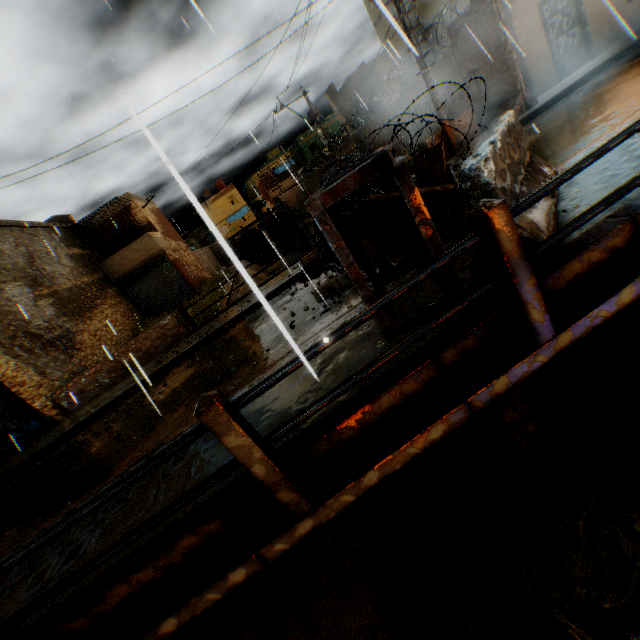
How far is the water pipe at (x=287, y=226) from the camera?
38.69m

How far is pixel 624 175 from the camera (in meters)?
3.45

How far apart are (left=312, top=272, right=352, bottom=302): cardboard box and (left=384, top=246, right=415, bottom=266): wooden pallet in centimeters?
7cm

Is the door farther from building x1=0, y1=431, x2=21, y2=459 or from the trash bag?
the trash bag

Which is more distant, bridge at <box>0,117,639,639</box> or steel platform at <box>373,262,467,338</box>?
steel platform at <box>373,262,467,338</box>

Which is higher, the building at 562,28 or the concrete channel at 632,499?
the building at 562,28

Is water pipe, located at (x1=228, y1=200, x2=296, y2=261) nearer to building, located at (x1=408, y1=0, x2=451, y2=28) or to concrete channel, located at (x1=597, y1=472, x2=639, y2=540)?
concrete channel, located at (x1=597, y1=472, x2=639, y2=540)

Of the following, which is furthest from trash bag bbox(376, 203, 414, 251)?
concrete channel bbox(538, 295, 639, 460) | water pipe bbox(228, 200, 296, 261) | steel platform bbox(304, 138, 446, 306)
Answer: water pipe bbox(228, 200, 296, 261)
